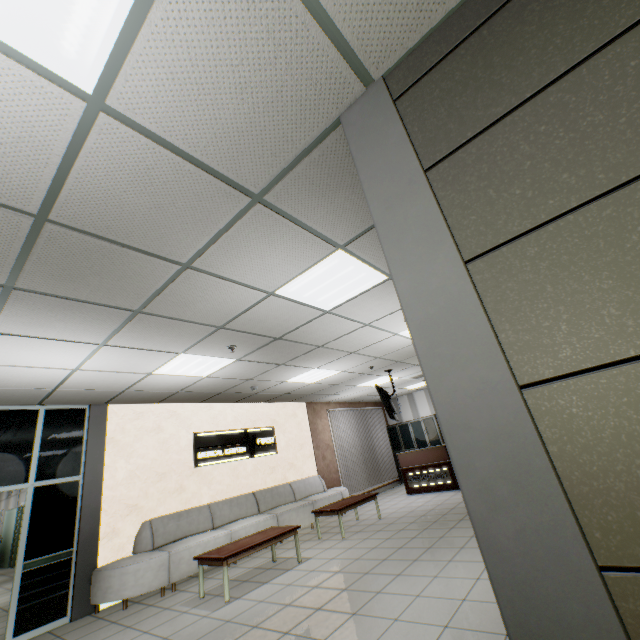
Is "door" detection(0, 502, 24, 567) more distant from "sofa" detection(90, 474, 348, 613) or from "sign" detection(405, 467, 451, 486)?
"sign" detection(405, 467, 451, 486)

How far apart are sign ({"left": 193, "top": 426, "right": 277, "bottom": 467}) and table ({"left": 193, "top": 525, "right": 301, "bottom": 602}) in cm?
212

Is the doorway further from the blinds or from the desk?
the desk

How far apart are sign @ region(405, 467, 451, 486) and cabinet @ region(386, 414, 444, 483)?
2.8 meters

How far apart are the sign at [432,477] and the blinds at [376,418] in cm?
183

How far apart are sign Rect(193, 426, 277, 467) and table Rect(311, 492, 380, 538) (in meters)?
2.14

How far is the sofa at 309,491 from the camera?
5.0m

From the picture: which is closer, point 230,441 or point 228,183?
point 228,183
